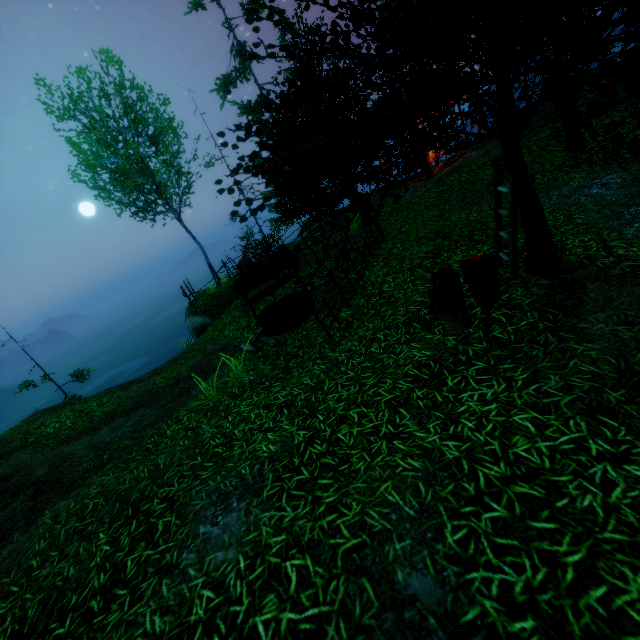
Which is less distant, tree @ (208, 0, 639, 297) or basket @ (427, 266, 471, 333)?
tree @ (208, 0, 639, 297)

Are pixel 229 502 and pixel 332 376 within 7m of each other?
yes

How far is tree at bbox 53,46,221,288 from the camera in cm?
1289

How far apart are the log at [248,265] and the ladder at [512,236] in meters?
12.2

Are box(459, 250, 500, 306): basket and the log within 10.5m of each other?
no

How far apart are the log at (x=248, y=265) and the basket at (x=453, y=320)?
12.32m

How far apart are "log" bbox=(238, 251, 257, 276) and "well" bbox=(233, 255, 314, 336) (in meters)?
7.02

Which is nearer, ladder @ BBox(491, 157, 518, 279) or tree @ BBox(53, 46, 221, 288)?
ladder @ BBox(491, 157, 518, 279)
